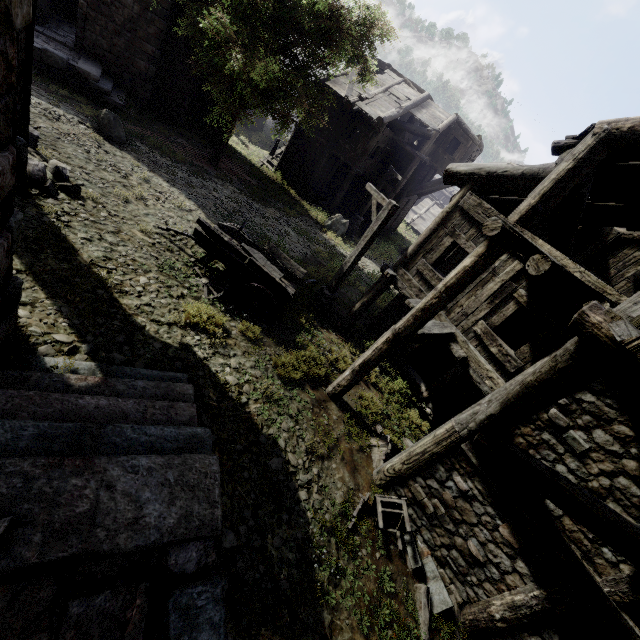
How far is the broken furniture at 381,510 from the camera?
5.8m

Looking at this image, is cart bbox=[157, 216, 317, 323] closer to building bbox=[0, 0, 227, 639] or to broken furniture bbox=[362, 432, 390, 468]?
building bbox=[0, 0, 227, 639]

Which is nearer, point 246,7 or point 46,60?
point 246,7

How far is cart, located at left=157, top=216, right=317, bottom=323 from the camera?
8.30m

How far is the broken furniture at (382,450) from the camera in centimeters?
727cm

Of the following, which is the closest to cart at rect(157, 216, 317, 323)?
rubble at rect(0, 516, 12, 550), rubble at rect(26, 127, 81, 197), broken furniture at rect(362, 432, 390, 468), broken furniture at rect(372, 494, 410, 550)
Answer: rubble at rect(26, 127, 81, 197)

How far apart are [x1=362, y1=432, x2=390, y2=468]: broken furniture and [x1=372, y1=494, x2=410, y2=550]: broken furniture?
0.9m

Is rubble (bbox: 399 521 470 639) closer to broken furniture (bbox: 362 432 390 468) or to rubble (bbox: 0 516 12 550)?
broken furniture (bbox: 362 432 390 468)
